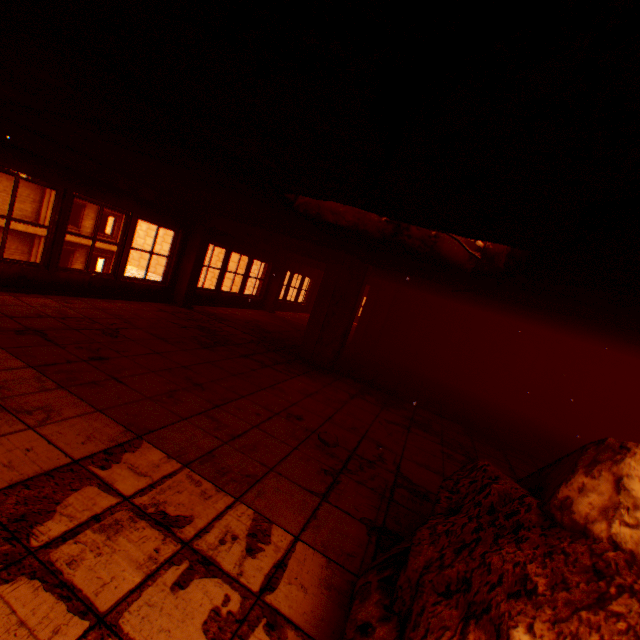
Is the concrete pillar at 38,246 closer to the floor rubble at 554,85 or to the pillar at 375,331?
the pillar at 375,331

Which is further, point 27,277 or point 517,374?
point 517,374

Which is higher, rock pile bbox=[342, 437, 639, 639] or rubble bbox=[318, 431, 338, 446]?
rock pile bbox=[342, 437, 639, 639]

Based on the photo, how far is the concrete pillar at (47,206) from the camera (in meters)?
18.98

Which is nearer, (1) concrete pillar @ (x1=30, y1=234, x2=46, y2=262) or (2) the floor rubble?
(2) the floor rubble

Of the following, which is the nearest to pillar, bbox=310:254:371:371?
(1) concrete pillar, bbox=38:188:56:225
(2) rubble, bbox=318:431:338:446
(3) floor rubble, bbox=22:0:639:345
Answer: (3) floor rubble, bbox=22:0:639:345

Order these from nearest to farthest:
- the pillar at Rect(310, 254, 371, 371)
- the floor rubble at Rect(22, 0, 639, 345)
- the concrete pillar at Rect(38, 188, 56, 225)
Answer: the floor rubble at Rect(22, 0, 639, 345) → the pillar at Rect(310, 254, 371, 371) → the concrete pillar at Rect(38, 188, 56, 225)

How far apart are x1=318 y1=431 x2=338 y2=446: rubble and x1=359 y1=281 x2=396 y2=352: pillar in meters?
8.1 m
